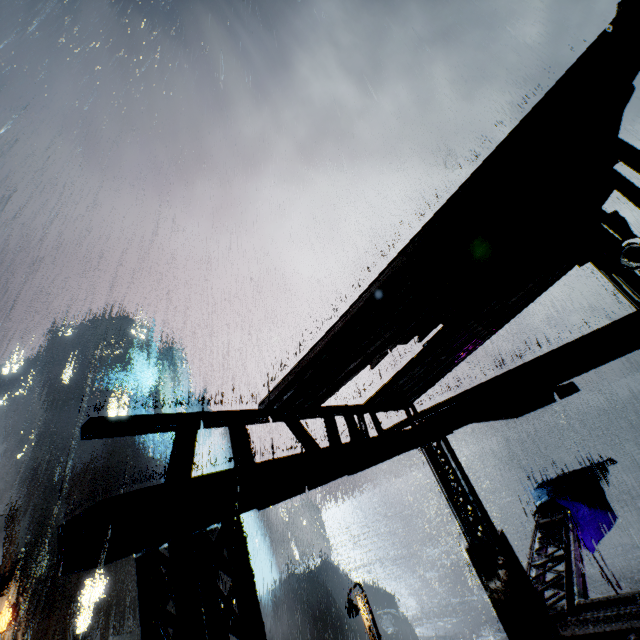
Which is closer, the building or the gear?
the building

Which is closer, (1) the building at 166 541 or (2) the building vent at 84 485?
(1) the building at 166 541

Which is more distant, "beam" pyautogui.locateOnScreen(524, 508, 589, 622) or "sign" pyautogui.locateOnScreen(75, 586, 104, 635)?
"sign" pyautogui.locateOnScreen(75, 586, 104, 635)

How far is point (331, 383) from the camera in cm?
578

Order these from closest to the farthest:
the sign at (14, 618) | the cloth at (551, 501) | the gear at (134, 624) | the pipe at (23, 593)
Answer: the cloth at (551, 501) < the sign at (14, 618) < the pipe at (23, 593) < the gear at (134, 624)

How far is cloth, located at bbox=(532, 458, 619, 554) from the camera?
14.25m

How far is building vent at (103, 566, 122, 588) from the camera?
47.5m

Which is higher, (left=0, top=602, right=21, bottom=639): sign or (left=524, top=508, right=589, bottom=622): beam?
(left=0, top=602, right=21, bottom=639): sign
